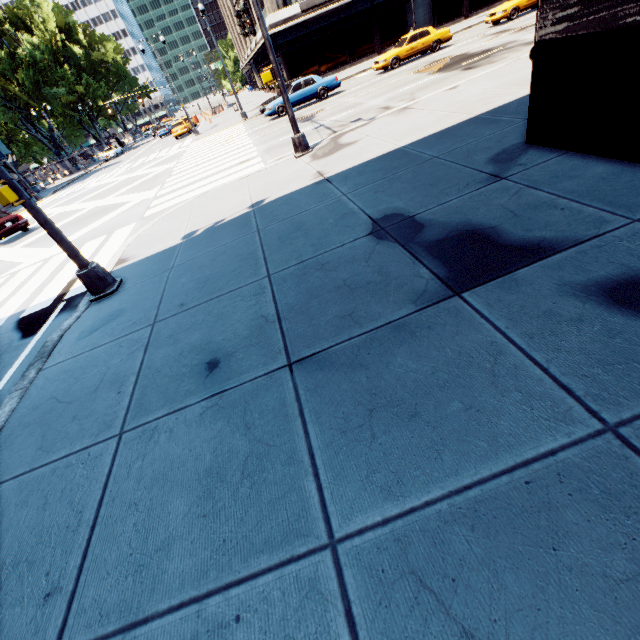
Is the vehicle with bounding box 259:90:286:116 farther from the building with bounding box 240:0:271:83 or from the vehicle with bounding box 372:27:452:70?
the building with bounding box 240:0:271:83

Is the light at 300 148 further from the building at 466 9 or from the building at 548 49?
the building at 466 9

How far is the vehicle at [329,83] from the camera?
20.56m

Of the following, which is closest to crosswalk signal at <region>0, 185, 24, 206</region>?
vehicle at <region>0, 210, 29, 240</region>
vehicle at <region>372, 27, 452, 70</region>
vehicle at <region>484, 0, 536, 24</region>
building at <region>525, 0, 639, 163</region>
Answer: building at <region>525, 0, 639, 163</region>

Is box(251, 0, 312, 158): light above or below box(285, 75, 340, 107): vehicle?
below

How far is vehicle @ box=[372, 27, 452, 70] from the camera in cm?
2106

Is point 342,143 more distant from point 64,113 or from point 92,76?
point 92,76

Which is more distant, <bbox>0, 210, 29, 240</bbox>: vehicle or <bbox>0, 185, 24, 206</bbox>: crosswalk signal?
<bbox>0, 210, 29, 240</bbox>: vehicle
